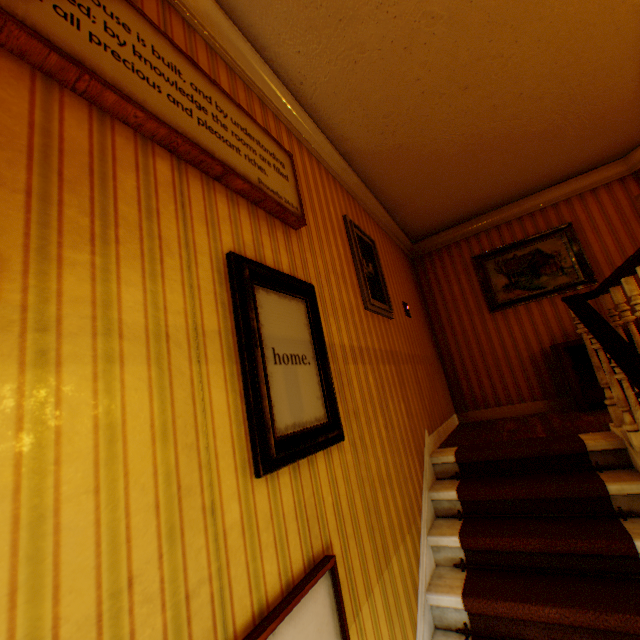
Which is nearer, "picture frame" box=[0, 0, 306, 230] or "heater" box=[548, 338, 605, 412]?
"picture frame" box=[0, 0, 306, 230]

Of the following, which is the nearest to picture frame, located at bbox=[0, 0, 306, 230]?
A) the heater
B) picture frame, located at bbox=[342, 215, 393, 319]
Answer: picture frame, located at bbox=[342, 215, 393, 319]

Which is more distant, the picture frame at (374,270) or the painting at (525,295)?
the painting at (525,295)

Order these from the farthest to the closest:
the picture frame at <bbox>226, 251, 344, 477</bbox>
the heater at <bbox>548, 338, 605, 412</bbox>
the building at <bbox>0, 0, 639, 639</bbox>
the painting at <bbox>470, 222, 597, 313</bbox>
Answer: the painting at <bbox>470, 222, 597, 313</bbox>
the heater at <bbox>548, 338, 605, 412</bbox>
the picture frame at <bbox>226, 251, 344, 477</bbox>
the building at <bbox>0, 0, 639, 639</bbox>

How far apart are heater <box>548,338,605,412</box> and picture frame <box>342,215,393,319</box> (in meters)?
2.43

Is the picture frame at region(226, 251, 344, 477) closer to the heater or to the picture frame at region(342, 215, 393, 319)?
A: the picture frame at region(342, 215, 393, 319)

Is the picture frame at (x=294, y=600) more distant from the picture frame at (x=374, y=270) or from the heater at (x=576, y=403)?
the heater at (x=576, y=403)

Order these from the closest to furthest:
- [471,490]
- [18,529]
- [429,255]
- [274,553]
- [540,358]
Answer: [18,529]
[274,553]
[471,490]
[540,358]
[429,255]
